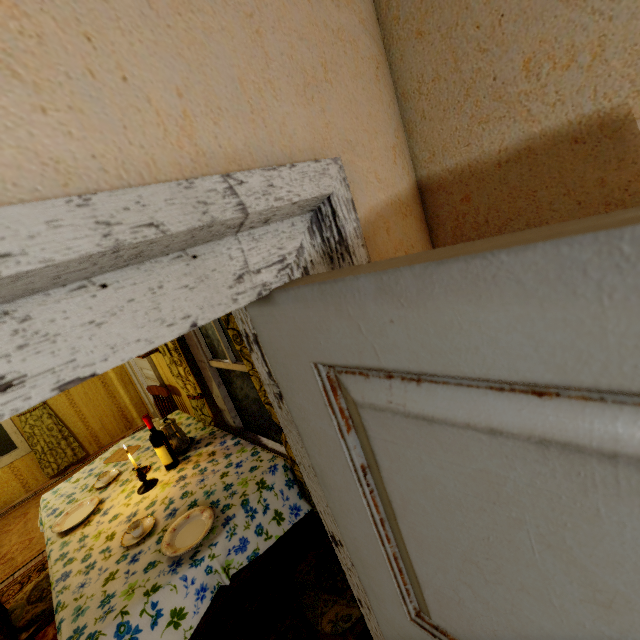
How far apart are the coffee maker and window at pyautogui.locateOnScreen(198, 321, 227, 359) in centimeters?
63cm

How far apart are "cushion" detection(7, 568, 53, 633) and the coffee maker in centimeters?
93cm

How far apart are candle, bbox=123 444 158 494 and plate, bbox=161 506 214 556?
0.7 meters

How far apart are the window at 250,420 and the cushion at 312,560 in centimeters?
67cm

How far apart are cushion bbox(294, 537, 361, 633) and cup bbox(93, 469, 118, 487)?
1.8 meters

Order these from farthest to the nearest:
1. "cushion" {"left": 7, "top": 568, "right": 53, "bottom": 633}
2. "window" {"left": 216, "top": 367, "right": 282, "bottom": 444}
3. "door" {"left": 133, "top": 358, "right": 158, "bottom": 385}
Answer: "door" {"left": 133, "top": 358, "right": 158, "bottom": 385} → "window" {"left": 216, "top": 367, "right": 282, "bottom": 444} → "cushion" {"left": 7, "top": 568, "right": 53, "bottom": 633}

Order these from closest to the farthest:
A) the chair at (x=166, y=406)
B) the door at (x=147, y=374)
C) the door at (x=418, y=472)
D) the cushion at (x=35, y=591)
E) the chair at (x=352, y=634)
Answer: the door at (x=418, y=472), the chair at (x=352, y=634), the cushion at (x=35, y=591), the chair at (x=166, y=406), the door at (x=147, y=374)

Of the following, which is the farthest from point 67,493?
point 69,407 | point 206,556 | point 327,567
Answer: point 69,407
